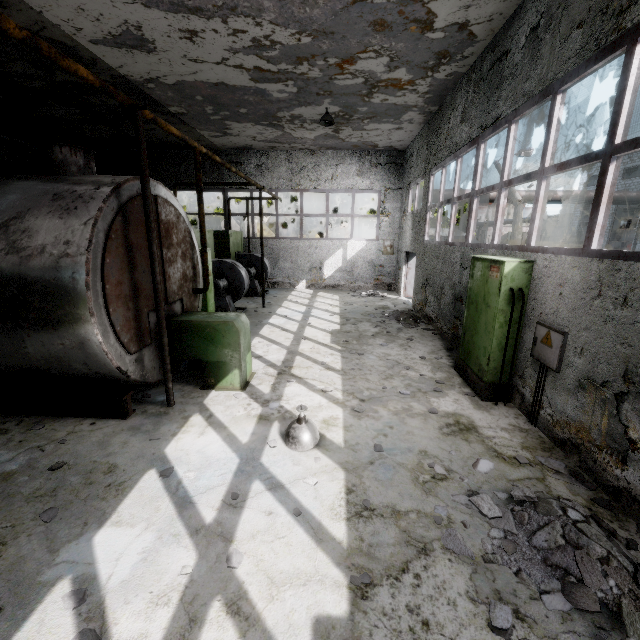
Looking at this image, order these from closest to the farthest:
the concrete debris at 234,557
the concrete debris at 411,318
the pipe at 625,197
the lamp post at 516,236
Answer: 1. the concrete debris at 234,557
2. the concrete debris at 411,318
3. the lamp post at 516,236
4. the pipe at 625,197

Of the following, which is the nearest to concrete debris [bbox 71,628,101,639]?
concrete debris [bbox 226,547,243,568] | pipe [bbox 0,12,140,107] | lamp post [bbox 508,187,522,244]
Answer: concrete debris [bbox 226,547,243,568]

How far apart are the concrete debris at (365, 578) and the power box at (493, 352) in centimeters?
393cm

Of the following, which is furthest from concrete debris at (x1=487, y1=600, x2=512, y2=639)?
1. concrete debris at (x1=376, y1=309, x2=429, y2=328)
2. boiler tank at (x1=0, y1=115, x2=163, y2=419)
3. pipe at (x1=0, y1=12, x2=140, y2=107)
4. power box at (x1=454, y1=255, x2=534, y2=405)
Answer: pipe at (x1=0, y1=12, x2=140, y2=107)

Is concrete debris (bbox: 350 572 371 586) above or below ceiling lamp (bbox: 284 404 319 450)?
below

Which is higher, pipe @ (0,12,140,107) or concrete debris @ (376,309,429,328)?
pipe @ (0,12,140,107)

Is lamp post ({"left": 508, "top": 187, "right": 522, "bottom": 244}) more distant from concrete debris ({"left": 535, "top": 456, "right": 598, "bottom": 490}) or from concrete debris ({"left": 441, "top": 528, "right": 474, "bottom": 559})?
concrete debris ({"left": 441, "top": 528, "right": 474, "bottom": 559})

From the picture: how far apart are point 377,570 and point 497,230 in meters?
6.2
